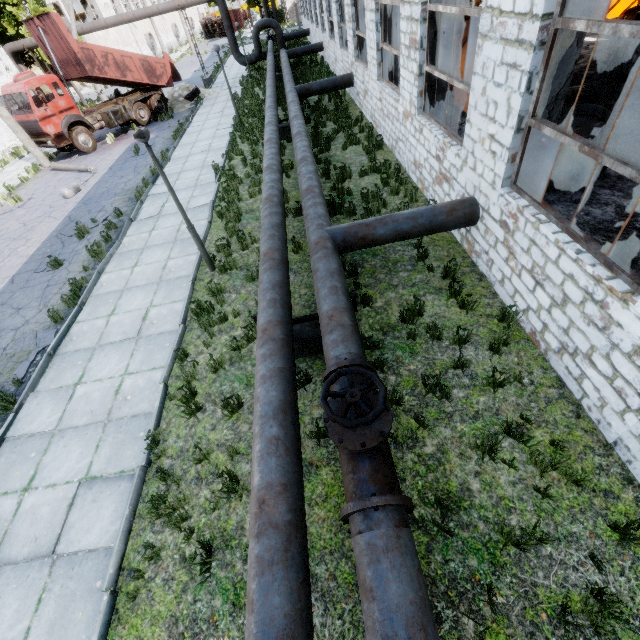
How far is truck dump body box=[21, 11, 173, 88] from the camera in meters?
16.8

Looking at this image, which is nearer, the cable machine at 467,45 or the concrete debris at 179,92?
the cable machine at 467,45

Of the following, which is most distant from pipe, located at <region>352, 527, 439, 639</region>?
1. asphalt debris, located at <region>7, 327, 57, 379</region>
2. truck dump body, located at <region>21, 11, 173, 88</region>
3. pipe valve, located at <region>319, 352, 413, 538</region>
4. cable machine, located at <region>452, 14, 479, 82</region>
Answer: asphalt debris, located at <region>7, 327, 57, 379</region>

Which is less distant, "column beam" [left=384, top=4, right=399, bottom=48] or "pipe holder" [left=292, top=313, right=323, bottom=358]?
"pipe holder" [left=292, top=313, right=323, bottom=358]

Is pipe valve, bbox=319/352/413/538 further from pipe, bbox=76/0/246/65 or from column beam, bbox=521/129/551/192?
column beam, bbox=521/129/551/192

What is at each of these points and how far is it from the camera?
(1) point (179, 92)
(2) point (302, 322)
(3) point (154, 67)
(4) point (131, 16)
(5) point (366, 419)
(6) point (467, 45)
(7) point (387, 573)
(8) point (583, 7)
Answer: (1) concrete debris, 23.5m
(2) pipe holder, 5.7m
(3) truck dump body, 20.7m
(4) pipe, 23.7m
(5) pipe valve, 2.9m
(6) cable machine, 11.0m
(7) pipe, 2.7m
(8) column beam, 4.3m

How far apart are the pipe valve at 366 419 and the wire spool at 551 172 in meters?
6.6

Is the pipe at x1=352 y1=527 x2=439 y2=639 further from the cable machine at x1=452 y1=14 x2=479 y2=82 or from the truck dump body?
the truck dump body
